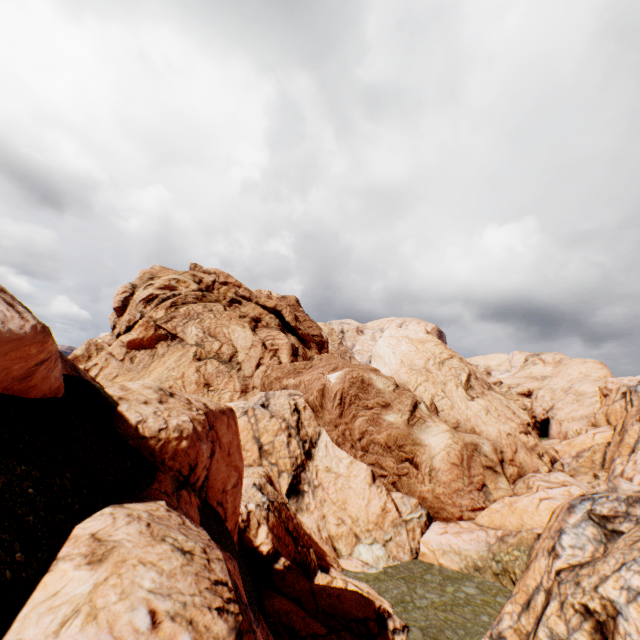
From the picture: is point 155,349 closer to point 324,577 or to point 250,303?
point 250,303
